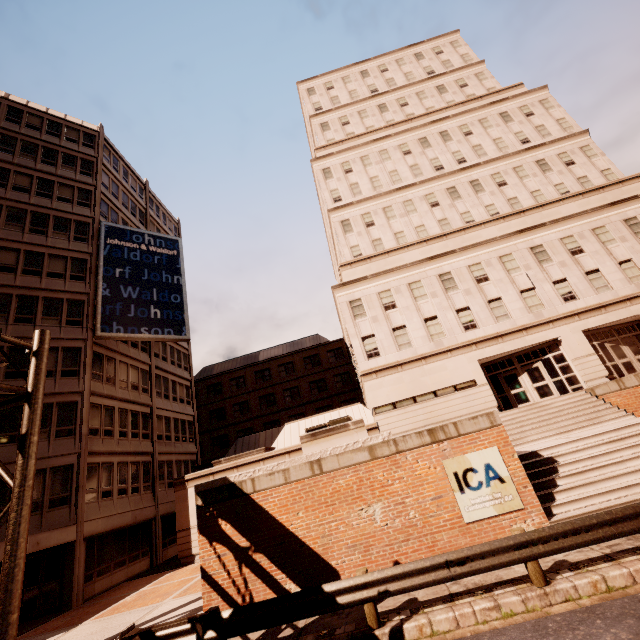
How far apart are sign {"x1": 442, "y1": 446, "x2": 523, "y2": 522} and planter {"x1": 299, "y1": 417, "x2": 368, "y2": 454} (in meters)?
2.55

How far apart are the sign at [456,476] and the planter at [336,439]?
2.55m

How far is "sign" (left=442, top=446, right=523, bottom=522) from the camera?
9.4 meters

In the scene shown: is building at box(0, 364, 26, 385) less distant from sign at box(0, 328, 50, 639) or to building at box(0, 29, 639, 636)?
building at box(0, 29, 639, 636)

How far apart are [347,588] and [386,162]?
33.23m

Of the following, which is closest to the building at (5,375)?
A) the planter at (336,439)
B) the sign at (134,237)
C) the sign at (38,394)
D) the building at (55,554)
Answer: the sign at (134,237)

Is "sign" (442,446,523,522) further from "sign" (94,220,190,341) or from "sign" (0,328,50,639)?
"sign" (94,220,190,341)

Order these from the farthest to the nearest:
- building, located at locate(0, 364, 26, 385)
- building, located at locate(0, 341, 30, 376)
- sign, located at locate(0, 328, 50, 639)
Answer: building, located at locate(0, 341, 30, 376) → building, located at locate(0, 364, 26, 385) → sign, located at locate(0, 328, 50, 639)
